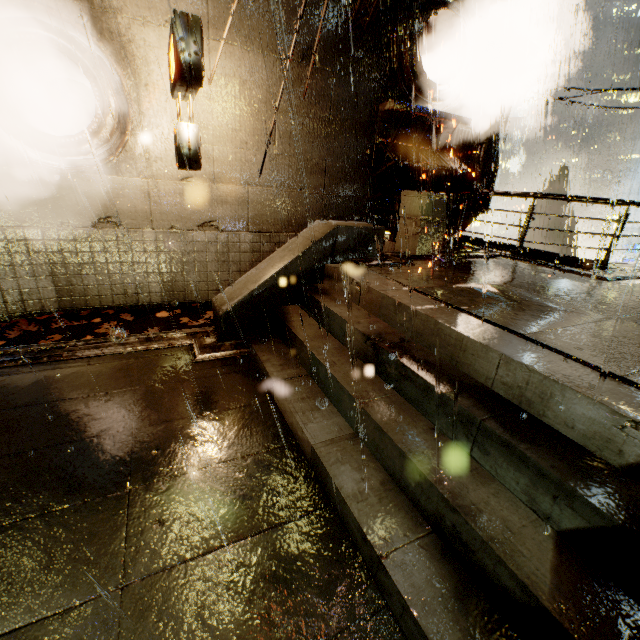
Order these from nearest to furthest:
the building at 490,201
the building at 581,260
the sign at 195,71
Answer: the sign at 195,71 < the building at 581,260 < the building at 490,201

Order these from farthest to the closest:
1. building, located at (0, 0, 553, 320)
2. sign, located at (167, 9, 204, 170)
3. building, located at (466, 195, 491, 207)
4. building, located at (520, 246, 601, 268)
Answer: building, located at (466, 195, 491, 207), building, located at (520, 246, 601, 268), building, located at (0, 0, 553, 320), sign, located at (167, 9, 204, 170)

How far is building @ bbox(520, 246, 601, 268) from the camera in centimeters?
1050cm

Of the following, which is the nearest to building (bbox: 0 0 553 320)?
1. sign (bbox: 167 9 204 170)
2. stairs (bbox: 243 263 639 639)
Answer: sign (bbox: 167 9 204 170)

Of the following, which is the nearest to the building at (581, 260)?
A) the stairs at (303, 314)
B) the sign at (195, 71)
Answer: the sign at (195, 71)

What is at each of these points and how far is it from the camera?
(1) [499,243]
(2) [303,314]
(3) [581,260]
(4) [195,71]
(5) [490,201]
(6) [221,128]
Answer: (1) building, 13.4 meters
(2) stairs, 5.8 meters
(3) building, 10.7 meters
(4) sign, 5.2 meters
(5) building, 11.2 meters
(6) building, 7.5 meters

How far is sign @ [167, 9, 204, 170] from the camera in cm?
495
